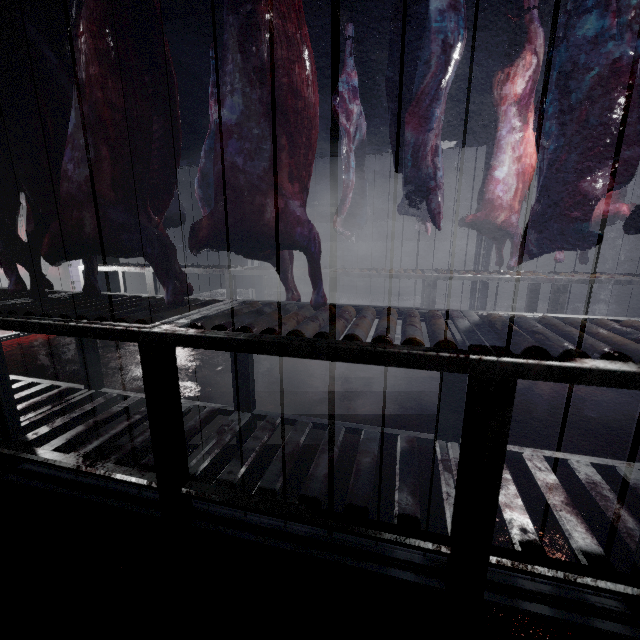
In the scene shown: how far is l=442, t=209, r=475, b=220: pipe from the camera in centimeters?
578cm

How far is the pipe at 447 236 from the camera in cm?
591

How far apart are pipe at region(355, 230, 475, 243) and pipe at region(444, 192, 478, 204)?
0.11m

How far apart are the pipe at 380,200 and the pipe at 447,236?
0.11m

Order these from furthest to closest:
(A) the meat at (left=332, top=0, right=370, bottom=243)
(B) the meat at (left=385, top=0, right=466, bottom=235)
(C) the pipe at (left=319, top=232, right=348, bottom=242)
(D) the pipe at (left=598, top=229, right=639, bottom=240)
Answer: (C) the pipe at (left=319, top=232, right=348, bottom=242)
(D) the pipe at (left=598, top=229, right=639, bottom=240)
(A) the meat at (left=332, top=0, right=370, bottom=243)
(B) the meat at (left=385, top=0, right=466, bottom=235)

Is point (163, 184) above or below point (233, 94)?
below

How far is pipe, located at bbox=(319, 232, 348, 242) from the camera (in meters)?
6.47
